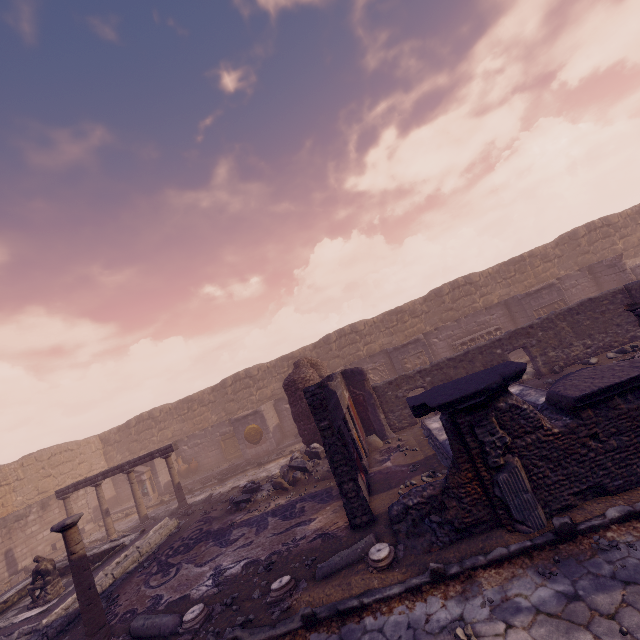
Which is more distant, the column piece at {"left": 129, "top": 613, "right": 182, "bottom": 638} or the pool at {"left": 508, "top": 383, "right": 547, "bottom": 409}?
the pool at {"left": 508, "top": 383, "right": 547, "bottom": 409}

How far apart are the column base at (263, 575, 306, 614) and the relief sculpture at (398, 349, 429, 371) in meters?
11.7 m

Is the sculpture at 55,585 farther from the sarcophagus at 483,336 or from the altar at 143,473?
the sarcophagus at 483,336

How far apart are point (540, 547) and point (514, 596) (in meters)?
0.80

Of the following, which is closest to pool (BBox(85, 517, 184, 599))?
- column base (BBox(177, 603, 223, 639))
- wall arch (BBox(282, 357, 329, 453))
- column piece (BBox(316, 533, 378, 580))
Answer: column base (BBox(177, 603, 223, 639))

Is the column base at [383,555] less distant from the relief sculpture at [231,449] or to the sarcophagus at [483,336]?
the sarcophagus at [483,336]

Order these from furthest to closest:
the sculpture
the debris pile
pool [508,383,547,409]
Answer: the debris pile, the sculpture, pool [508,383,547,409]

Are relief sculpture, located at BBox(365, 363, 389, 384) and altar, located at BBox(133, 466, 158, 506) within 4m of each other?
no
